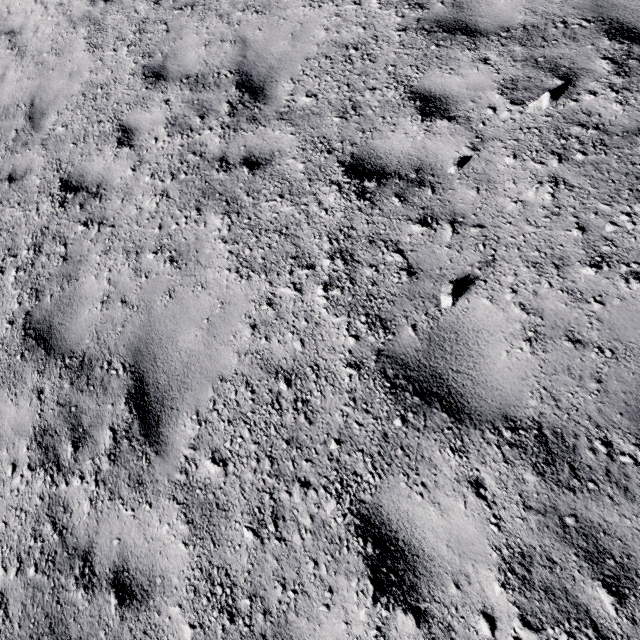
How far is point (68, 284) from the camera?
3.8m
